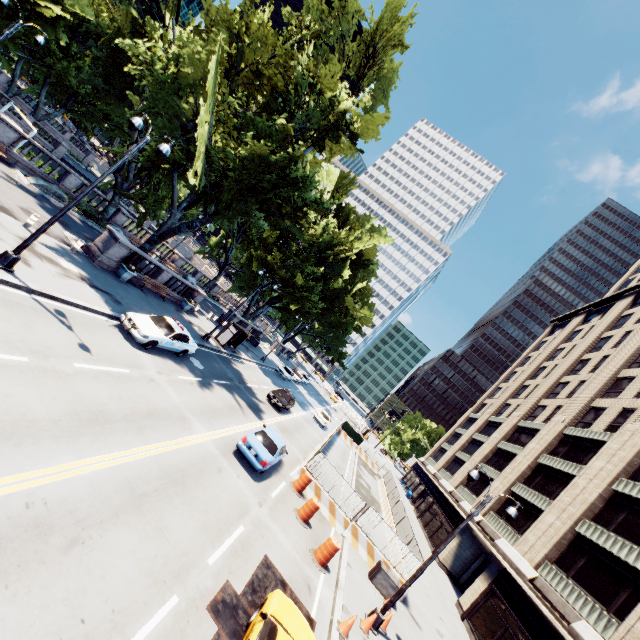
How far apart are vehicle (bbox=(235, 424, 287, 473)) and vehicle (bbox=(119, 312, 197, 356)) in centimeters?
616cm

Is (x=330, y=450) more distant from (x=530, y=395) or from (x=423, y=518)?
(x=530, y=395)

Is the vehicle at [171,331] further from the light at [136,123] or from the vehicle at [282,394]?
the vehicle at [282,394]

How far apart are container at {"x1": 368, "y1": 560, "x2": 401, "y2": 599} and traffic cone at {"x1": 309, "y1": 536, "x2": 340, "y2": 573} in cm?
358

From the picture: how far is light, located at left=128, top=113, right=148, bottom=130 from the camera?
12.0m

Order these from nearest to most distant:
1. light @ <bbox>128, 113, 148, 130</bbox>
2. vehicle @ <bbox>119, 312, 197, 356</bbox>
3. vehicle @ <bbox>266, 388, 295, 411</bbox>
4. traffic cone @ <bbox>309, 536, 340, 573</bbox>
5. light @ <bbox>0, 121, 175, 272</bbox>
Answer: light @ <bbox>0, 121, 175, 272</bbox> < light @ <bbox>128, 113, 148, 130</bbox> < traffic cone @ <bbox>309, 536, 340, 573</bbox> < vehicle @ <bbox>119, 312, 197, 356</bbox> < vehicle @ <bbox>266, 388, 295, 411</bbox>

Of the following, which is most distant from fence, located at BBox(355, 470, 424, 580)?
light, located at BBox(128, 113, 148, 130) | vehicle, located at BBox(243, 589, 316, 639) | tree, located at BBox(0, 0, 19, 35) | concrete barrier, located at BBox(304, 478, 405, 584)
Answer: light, located at BBox(128, 113, 148, 130)

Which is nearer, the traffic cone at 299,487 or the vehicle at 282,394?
the traffic cone at 299,487
